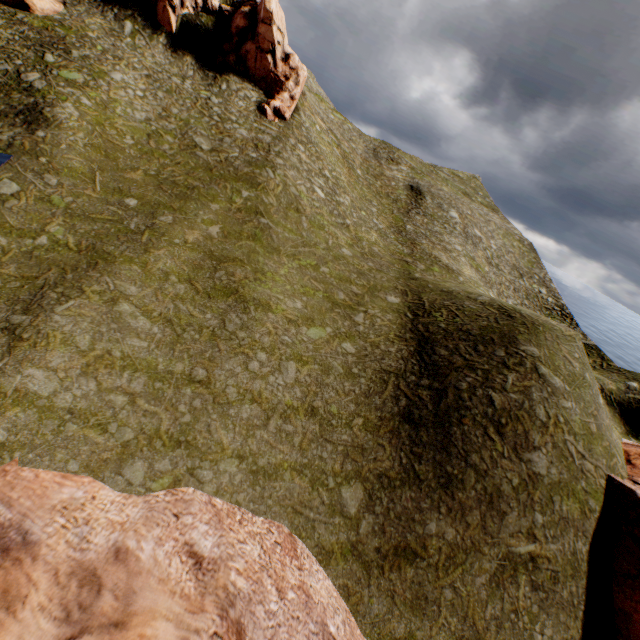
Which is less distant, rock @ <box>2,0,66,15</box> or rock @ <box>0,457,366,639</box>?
rock @ <box>0,457,366,639</box>

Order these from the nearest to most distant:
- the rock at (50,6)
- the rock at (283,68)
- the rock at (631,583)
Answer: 1. the rock at (631,583)
2. the rock at (50,6)
3. the rock at (283,68)

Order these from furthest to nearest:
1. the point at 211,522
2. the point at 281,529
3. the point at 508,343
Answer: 1. the point at 508,343
2. the point at 281,529
3. the point at 211,522

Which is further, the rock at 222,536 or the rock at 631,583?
the rock at 631,583

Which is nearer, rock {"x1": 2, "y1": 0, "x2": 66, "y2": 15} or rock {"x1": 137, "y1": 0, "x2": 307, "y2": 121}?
rock {"x1": 2, "y1": 0, "x2": 66, "y2": 15}
